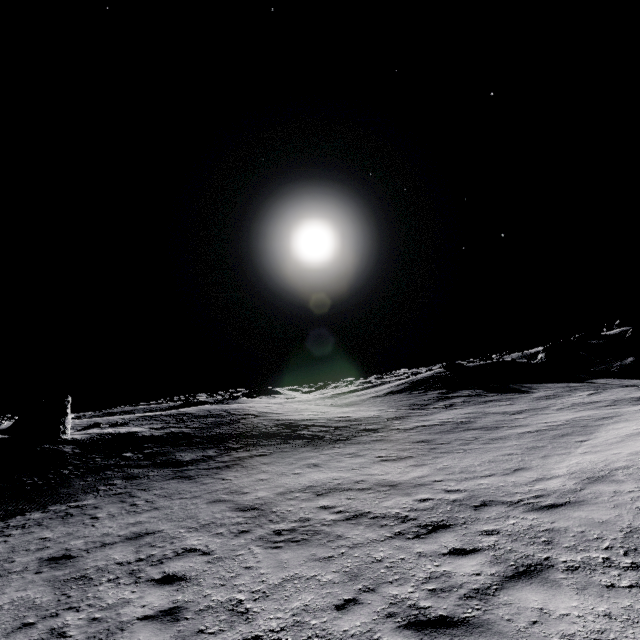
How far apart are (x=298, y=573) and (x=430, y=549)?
2.54m

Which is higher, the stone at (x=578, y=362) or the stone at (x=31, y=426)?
the stone at (x=31, y=426)

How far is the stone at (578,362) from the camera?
34.1 meters

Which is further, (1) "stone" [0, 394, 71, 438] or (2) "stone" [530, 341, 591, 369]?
(2) "stone" [530, 341, 591, 369]

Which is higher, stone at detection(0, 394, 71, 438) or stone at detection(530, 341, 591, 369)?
stone at detection(0, 394, 71, 438)

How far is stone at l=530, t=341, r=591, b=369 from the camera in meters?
34.1
